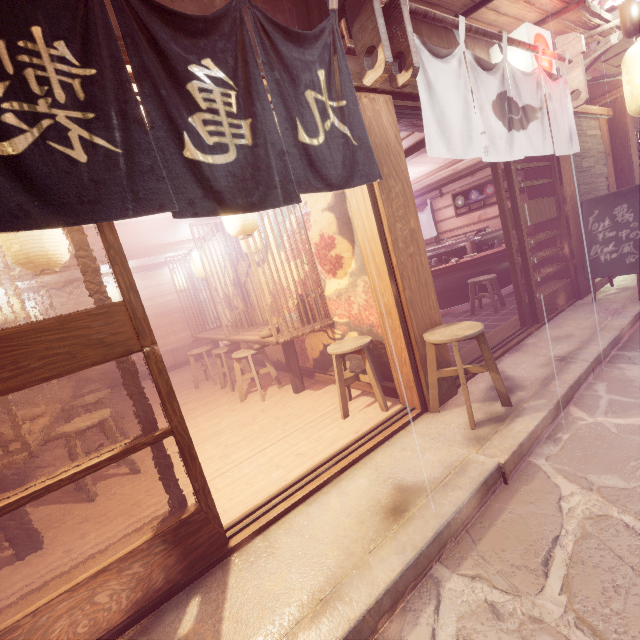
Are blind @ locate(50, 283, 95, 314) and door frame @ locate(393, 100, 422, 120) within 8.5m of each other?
no

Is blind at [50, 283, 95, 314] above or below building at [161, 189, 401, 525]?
above

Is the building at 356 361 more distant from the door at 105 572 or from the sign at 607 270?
the sign at 607 270

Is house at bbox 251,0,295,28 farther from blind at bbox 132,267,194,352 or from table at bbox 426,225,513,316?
blind at bbox 132,267,194,352

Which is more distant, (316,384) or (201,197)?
(316,384)

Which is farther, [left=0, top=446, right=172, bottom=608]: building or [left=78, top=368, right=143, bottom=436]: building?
[left=78, top=368, right=143, bottom=436]: building

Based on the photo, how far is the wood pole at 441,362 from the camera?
5.57m

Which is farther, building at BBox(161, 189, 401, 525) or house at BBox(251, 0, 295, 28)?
building at BBox(161, 189, 401, 525)
